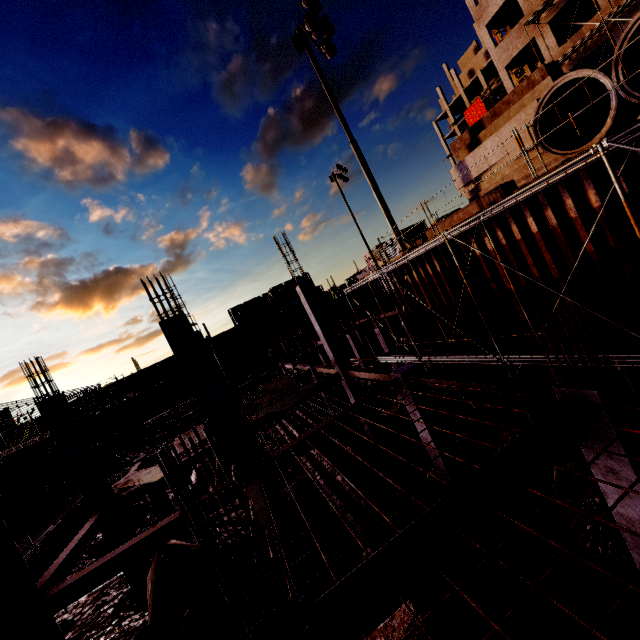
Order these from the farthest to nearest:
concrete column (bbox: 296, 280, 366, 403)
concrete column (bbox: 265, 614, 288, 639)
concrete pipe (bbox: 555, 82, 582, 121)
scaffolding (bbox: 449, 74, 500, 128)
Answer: scaffolding (bbox: 449, 74, 500, 128) < concrete column (bbox: 296, 280, 366, 403) < concrete pipe (bbox: 555, 82, 582, 121) < concrete column (bbox: 265, 614, 288, 639)

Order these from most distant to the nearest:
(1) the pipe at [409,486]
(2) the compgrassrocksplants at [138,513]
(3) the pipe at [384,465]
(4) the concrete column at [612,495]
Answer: (2) the compgrassrocksplants at [138,513] < (3) the pipe at [384,465] < (1) the pipe at [409,486] < (4) the concrete column at [612,495]

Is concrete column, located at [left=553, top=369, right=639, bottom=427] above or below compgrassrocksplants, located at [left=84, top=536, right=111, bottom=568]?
above

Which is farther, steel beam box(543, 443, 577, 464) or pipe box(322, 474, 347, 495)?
pipe box(322, 474, 347, 495)

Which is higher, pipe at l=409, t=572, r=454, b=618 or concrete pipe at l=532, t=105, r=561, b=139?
concrete pipe at l=532, t=105, r=561, b=139

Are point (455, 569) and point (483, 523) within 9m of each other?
yes

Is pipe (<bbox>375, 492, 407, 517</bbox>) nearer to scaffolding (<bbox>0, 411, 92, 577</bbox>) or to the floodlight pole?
scaffolding (<bbox>0, 411, 92, 577</bbox>)

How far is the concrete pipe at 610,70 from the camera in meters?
6.3 m
